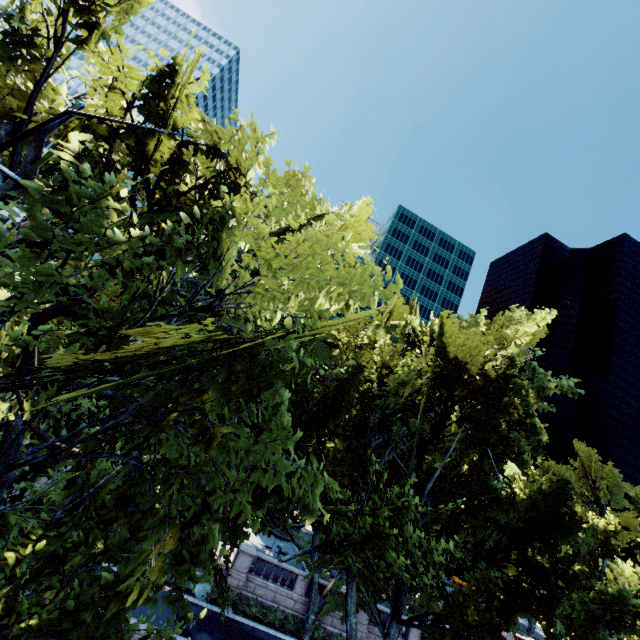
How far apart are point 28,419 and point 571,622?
43.10m

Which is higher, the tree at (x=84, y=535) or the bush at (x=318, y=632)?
the tree at (x=84, y=535)

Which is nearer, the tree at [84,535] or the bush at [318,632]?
the tree at [84,535]

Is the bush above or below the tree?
below

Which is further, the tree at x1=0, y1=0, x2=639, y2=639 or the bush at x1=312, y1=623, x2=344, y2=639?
the bush at x1=312, y1=623, x2=344, y2=639
